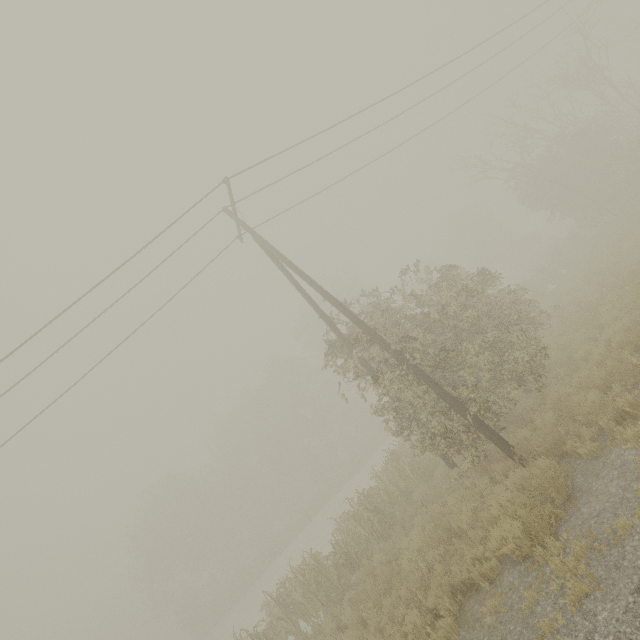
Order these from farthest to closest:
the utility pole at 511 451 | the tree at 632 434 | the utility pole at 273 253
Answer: the utility pole at 273 253 → the utility pole at 511 451 → the tree at 632 434

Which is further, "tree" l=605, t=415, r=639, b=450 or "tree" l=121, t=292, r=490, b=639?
"tree" l=121, t=292, r=490, b=639

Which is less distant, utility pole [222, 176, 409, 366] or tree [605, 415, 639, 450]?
tree [605, 415, 639, 450]

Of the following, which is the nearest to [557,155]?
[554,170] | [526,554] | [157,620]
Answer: [554,170]

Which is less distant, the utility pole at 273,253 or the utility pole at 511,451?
the utility pole at 511,451

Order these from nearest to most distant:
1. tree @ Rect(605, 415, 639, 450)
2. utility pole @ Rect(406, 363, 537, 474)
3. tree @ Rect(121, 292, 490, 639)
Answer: tree @ Rect(605, 415, 639, 450)
utility pole @ Rect(406, 363, 537, 474)
tree @ Rect(121, 292, 490, 639)

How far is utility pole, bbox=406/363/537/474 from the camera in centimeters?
775cm

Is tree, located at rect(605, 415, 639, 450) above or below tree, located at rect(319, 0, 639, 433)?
below
